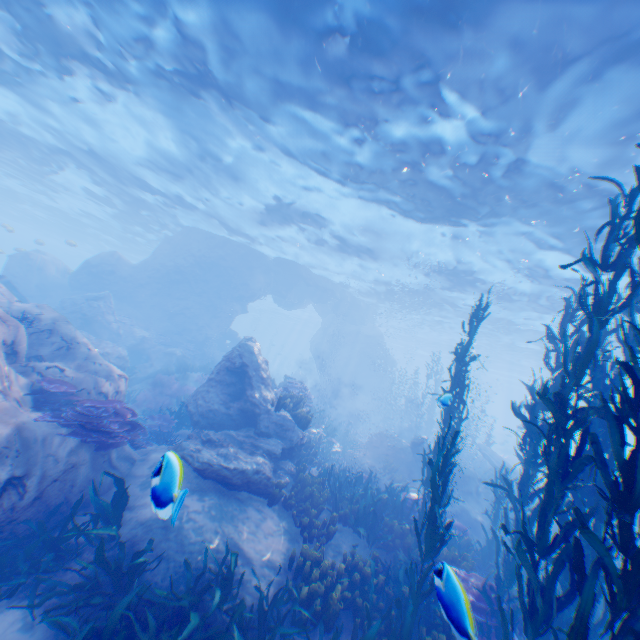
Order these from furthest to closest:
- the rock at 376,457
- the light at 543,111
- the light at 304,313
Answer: the light at 304,313 → the rock at 376,457 → the light at 543,111

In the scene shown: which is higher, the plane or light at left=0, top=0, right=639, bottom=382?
light at left=0, top=0, right=639, bottom=382

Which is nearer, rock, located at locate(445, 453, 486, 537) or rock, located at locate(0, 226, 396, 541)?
rock, located at locate(0, 226, 396, 541)

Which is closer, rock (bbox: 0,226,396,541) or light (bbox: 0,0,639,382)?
rock (bbox: 0,226,396,541)

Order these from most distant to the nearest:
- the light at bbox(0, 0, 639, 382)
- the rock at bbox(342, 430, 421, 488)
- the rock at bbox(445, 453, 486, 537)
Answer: the rock at bbox(342, 430, 421, 488), the rock at bbox(445, 453, 486, 537), the light at bbox(0, 0, 639, 382)

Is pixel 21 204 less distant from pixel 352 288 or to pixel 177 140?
pixel 177 140

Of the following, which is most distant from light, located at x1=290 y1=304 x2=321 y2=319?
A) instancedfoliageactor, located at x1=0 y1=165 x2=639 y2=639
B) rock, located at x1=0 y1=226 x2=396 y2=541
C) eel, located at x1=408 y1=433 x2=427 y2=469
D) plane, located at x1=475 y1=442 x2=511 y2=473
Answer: eel, located at x1=408 y1=433 x2=427 y2=469

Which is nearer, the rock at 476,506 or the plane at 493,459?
the rock at 476,506
